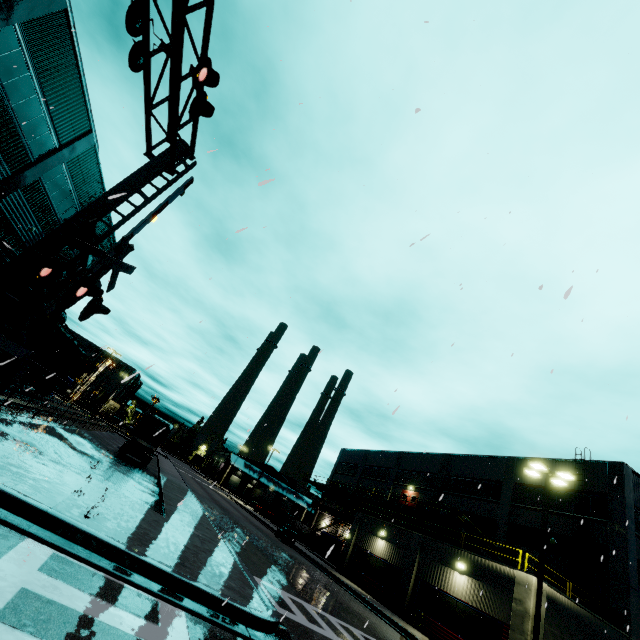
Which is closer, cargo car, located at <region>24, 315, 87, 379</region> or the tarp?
cargo car, located at <region>24, 315, 87, 379</region>

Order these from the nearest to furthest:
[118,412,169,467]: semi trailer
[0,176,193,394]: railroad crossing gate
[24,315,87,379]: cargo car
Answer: [0,176,193,394]: railroad crossing gate < [24,315,87,379]: cargo car < [118,412,169,467]: semi trailer

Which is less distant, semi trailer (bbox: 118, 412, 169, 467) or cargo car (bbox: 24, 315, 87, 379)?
cargo car (bbox: 24, 315, 87, 379)

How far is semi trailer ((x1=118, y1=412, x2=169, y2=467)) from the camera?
23.79m

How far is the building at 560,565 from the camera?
22.2m

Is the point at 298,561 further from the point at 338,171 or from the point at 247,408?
the point at 338,171

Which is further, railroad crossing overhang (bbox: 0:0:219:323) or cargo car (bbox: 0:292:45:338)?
cargo car (bbox: 0:292:45:338)

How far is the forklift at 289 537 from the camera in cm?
2892
